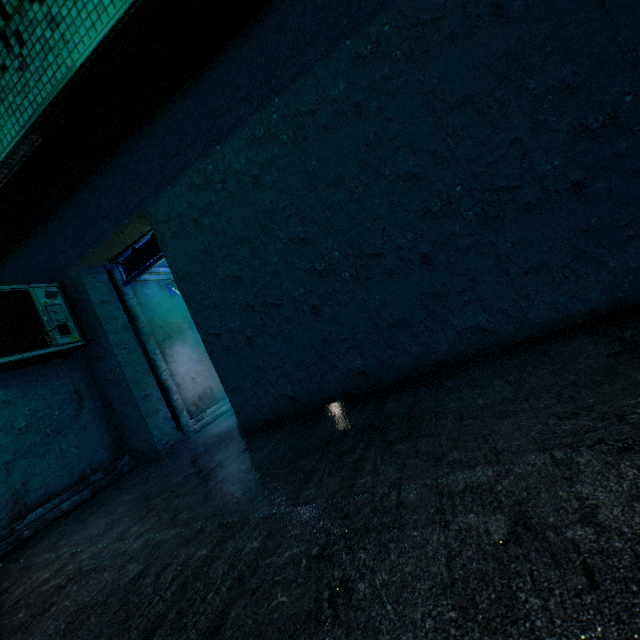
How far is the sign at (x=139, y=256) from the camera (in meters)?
4.82

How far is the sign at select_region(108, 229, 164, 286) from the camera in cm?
482

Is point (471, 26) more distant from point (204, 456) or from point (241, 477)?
point (204, 456)

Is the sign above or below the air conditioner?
above

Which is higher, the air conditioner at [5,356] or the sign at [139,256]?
the sign at [139,256]

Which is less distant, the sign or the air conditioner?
the air conditioner
